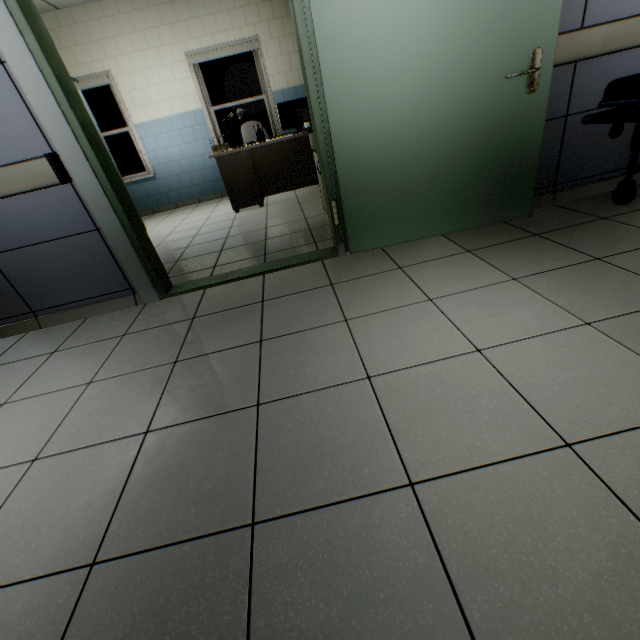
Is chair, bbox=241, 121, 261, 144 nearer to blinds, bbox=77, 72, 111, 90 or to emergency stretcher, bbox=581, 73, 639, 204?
blinds, bbox=77, 72, 111, 90

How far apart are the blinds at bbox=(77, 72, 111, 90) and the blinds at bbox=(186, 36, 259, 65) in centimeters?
144cm

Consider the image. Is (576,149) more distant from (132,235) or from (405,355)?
(132,235)

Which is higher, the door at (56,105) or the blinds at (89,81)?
the blinds at (89,81)

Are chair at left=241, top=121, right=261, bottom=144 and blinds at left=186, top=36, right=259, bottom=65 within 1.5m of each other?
yes

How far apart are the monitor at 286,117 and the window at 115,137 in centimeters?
348cm

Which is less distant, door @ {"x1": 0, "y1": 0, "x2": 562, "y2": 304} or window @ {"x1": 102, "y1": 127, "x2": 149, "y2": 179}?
door @ {"x1": 0, "y1": 0, "x2": 562, "y2": 304}

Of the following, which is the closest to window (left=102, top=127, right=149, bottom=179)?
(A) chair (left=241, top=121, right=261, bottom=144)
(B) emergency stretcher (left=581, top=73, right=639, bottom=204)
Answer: (A) chair (left=241, top=121, right=261, bottom=144)
